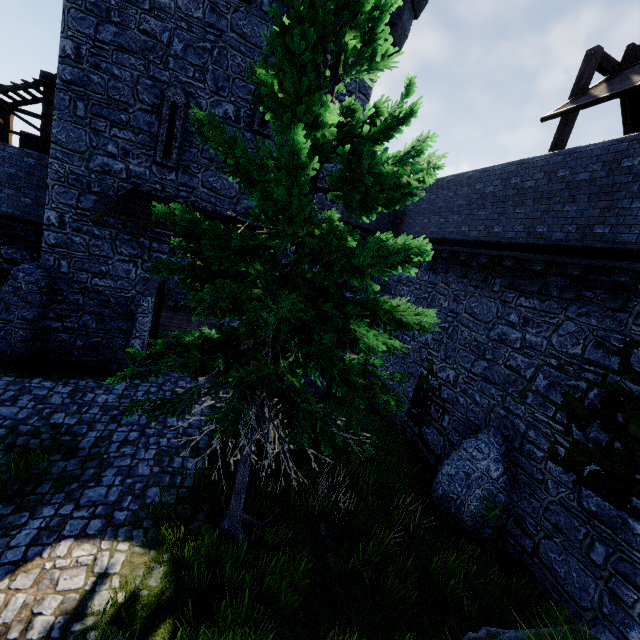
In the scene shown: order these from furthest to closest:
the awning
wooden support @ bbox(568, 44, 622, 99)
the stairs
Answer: the stairs, the awning, wooden support @ bbox(568, 44, 622, 99)

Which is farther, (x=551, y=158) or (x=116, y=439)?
(x=551, y=158)

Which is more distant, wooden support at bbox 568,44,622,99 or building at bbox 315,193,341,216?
building at bbox 315,193,341,216

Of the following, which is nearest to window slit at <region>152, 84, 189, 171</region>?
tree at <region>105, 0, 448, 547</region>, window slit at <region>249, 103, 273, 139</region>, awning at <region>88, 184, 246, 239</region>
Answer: awning at <region>88, 184, 246, 239</region>

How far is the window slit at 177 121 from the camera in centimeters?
1036cm

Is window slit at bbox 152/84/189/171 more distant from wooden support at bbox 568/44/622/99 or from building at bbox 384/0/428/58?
wooden support at bbox 568/44/622/99

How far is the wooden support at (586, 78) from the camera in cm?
923

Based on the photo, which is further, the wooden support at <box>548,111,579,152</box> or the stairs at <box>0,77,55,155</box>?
the stairs at <box>0,77,55,155</box>
